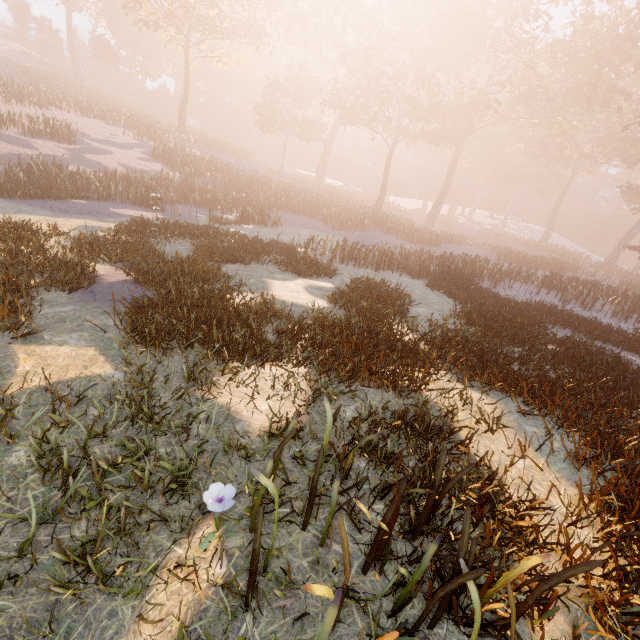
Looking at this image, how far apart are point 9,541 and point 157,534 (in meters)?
1.13
